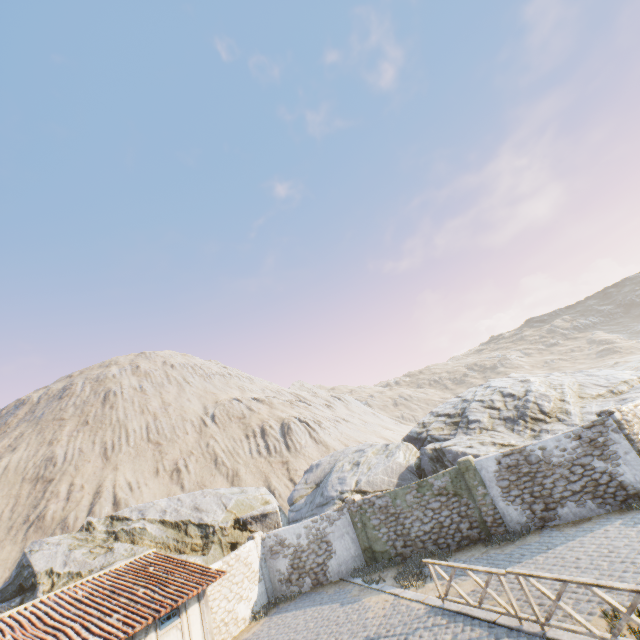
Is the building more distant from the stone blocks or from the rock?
the rock

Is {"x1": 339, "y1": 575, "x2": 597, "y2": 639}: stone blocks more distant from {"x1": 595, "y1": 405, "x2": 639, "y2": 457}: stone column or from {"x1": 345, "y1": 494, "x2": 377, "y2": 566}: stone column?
{"x1": 595, "y1": 405, "x2": 639, "y2": 457}: stone column

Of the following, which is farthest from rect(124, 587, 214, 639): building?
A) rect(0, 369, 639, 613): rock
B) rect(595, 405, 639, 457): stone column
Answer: rect(595, 405, 639, 457): stone column

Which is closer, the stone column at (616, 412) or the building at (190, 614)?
the building at (190, 614)

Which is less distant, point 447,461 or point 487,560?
point 487,560

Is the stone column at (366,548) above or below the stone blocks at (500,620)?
above

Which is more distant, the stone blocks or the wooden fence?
the stone blocks

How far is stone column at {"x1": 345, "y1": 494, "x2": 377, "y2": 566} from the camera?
15.9 meters
